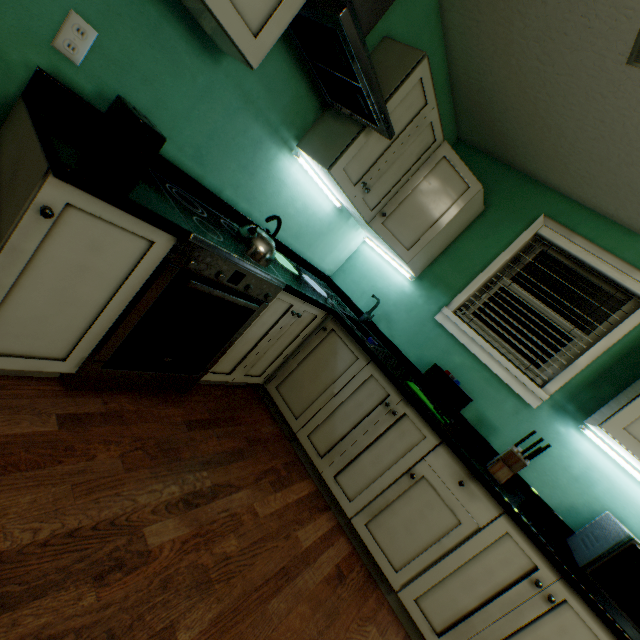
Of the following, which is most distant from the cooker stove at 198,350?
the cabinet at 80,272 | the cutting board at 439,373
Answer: the cutting board at 439,373

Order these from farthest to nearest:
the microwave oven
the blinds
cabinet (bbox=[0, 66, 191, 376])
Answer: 1. the blinds
2. the microwave oven
3. cabinet (bbox=[0, 66, 191, 376])

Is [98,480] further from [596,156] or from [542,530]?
[596,156]

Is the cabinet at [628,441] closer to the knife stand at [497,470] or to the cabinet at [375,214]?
the knife stand at [497,470]

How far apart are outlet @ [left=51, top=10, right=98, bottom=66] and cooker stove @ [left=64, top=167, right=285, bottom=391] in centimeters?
48cm

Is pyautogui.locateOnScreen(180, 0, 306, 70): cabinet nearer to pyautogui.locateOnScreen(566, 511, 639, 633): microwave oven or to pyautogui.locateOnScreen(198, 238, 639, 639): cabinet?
pyautogui.locateOnScreen(198, 238, 639, 639): cabinet

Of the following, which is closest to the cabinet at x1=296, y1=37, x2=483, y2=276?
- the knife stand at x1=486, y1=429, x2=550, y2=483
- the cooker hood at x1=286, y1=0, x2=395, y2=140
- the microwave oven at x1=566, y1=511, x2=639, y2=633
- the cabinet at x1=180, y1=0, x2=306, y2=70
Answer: the cooker hood at x1=286, y1=0, x2=395, y2=140

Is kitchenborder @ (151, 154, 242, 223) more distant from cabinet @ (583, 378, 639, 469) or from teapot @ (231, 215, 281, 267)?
cabinet @ (583, 378, 639, 469)
